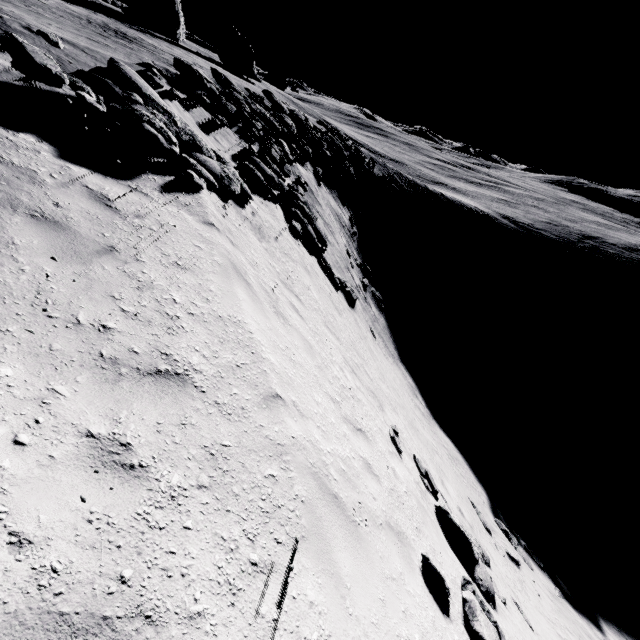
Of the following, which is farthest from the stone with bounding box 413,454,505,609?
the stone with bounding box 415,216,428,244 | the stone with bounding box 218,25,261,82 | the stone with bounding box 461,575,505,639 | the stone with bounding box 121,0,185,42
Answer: the stone with bounding box 218,25,261,82

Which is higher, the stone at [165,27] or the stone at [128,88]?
the stone at [165,27]

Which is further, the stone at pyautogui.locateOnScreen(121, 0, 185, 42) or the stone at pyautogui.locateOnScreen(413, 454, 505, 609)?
the stone at pyautogui.locateOnScreen(121, 0, 185, 42)

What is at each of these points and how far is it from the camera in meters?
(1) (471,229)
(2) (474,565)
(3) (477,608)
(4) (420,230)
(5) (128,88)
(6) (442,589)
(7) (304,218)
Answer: (1) stone, 48.0
(2) stone, 8.7
(3) stone, 5.7
(4) stone, 39.7
(5) stone, 7.4
(6) stone, 5.3
(7) stone, 15.0

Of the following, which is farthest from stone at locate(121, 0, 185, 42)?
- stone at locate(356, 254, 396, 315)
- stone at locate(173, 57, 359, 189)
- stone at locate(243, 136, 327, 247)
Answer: stone at locate(243, 136, 327, 247)

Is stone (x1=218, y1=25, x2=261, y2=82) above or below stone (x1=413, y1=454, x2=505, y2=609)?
above

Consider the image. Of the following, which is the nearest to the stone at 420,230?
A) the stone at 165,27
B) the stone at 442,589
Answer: the stone at 442,589

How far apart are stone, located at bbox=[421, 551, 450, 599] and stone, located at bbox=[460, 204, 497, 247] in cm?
4935
